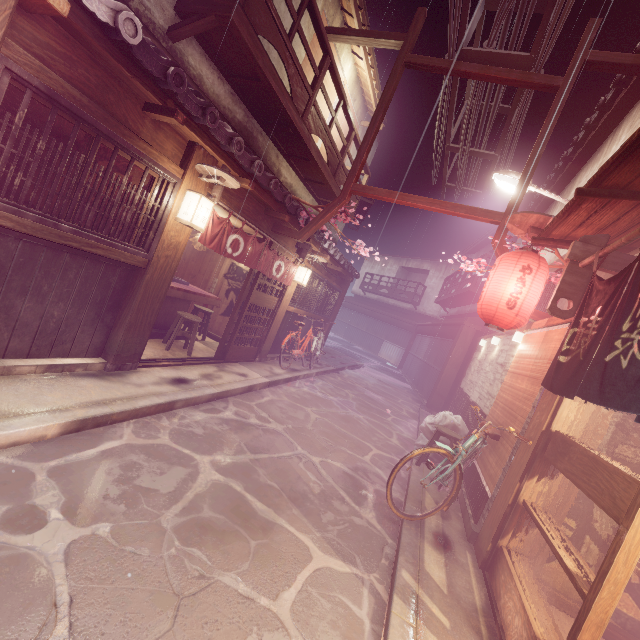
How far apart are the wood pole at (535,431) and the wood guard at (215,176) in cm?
794

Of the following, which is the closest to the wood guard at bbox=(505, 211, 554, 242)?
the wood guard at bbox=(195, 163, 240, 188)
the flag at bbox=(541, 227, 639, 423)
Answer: the flag at bbox=(541, 227, 639, 423)

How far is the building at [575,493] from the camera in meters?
5.9

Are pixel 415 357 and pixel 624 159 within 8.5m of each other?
no

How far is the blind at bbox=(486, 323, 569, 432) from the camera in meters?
7.1 m

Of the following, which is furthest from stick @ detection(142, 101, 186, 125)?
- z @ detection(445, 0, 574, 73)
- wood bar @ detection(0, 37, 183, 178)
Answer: z @ detection(445, 0, 574, 73)

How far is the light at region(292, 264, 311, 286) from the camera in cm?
1434

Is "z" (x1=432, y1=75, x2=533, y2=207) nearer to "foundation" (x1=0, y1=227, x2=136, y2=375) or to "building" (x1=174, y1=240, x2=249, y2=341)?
"building" (x1=174, y1=240, x2=249, y2=341)
